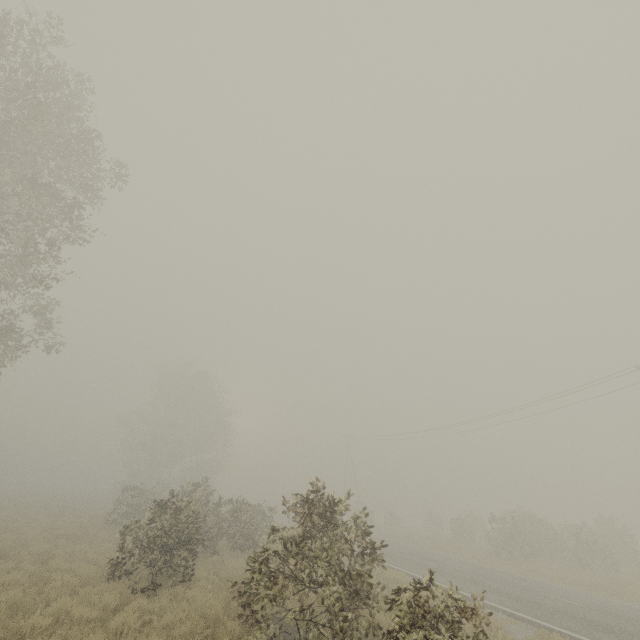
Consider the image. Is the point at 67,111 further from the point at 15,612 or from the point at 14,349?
the point at 15,612

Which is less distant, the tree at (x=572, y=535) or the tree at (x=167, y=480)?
the tree at (x=167, y=480)

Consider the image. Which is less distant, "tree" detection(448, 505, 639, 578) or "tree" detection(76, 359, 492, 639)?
Result: "tree" detection(76, 359, 492, 639)
